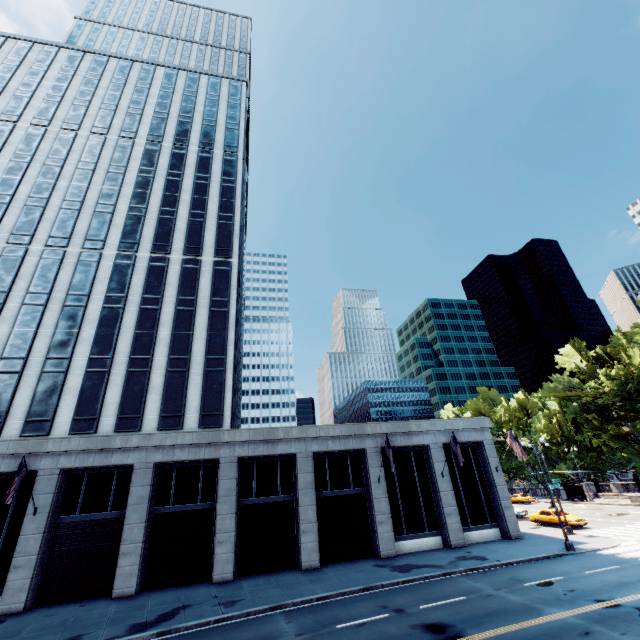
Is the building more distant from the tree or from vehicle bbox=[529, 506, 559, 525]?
the tree

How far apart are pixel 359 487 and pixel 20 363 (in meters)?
28.64

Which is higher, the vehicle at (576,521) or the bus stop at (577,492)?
the bus stop at (577,492)

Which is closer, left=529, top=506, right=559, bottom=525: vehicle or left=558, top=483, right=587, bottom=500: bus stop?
left=529, top=506, right=559, bottom=525: vehicle

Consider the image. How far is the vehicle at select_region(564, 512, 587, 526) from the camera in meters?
29.1

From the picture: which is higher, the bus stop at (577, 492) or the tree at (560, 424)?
the tree at (560, 424)

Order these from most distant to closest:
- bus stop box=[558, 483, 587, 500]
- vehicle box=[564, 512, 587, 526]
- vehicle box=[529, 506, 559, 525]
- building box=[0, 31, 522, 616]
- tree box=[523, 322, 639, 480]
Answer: bus stop box=[558, 483, 587, 500], tree box=[523, 322, 639, 480], vehicle box=[529, 506, 559, 525], vehicle box=[564, 512, 587, 526], building box=[0, 31, 522, 616]
